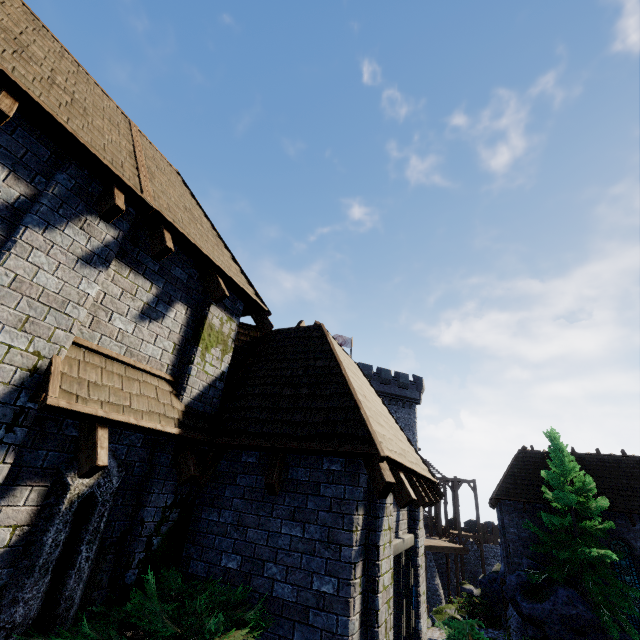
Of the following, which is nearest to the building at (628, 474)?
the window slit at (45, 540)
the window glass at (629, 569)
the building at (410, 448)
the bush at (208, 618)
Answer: the window glass at (629, 569)

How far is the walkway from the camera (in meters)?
29.70

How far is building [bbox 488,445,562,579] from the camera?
18.9m

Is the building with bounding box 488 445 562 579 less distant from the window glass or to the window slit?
the window glass

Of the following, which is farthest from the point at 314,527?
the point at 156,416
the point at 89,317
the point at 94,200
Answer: the point at 94,200

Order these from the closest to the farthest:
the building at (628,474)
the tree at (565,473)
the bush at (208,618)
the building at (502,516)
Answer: the bush at (208,618)
the tree at (565,473)
the building at (628,474)
the building at (502,516)

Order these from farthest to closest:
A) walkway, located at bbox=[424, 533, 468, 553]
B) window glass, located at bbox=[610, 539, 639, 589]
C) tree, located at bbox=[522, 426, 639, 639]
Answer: walkway, located at bbox=[424, 533, 468, 553]
window glass, located at bbox=[610, 539, 639, 589]
tree, located at bbox=[522, 426, 639, 639]

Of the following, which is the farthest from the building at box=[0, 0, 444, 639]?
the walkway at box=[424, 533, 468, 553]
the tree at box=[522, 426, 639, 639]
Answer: the walkway at box=[424, 533, 468, 553]
